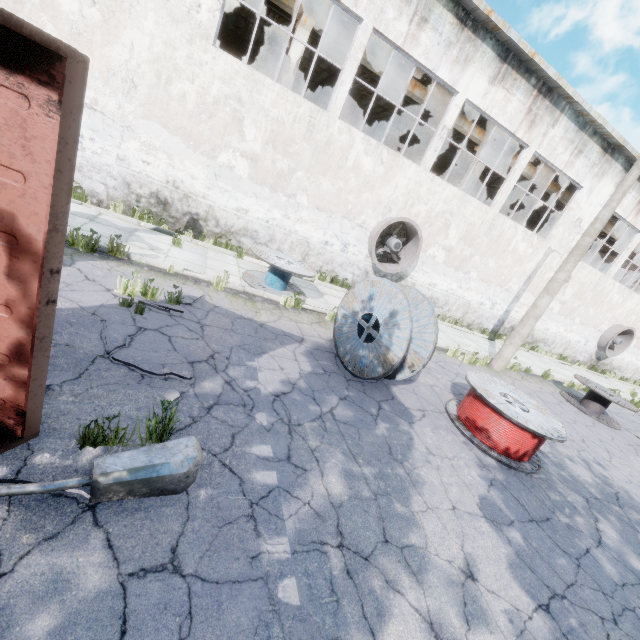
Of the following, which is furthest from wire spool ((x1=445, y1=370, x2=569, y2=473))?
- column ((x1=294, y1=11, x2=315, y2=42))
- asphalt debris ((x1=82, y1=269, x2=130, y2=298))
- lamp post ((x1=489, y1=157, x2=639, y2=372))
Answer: column ((x1=294, y1=11, x2=315, y2=42))

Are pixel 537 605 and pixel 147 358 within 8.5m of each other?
yes

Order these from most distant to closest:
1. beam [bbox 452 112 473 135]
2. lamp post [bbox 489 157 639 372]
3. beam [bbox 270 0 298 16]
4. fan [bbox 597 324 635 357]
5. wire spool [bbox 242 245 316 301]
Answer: fan [bbox 597 324 635 357]
beam [bbox 452 112 473 135]
beam [bbox 270 0 298 16]
lamp post [bbox 489 157 639 372]
wire spool [bbox 242 245 316 301]

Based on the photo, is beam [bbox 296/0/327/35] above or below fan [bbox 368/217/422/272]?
above

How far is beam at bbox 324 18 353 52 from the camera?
11.78m

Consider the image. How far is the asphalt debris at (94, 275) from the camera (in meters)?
5.82

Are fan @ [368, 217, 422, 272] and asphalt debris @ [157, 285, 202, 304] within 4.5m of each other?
no

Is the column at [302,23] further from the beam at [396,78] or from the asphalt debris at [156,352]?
the asphalt debris at [156,352]
